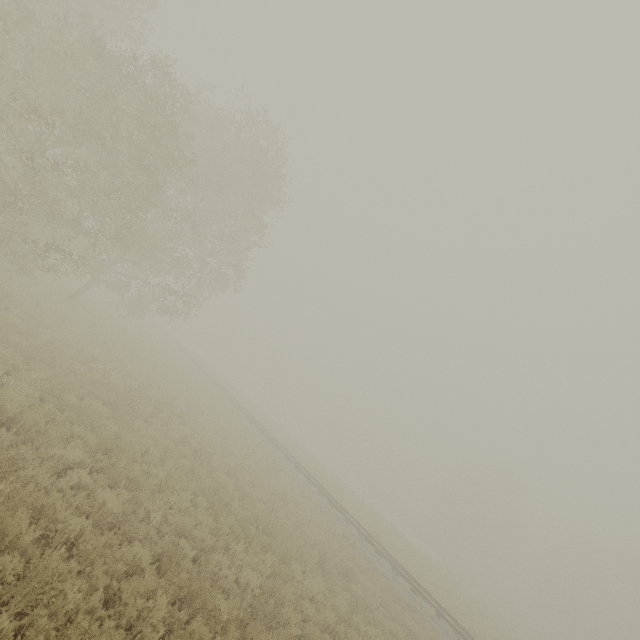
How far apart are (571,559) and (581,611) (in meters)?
9.03
